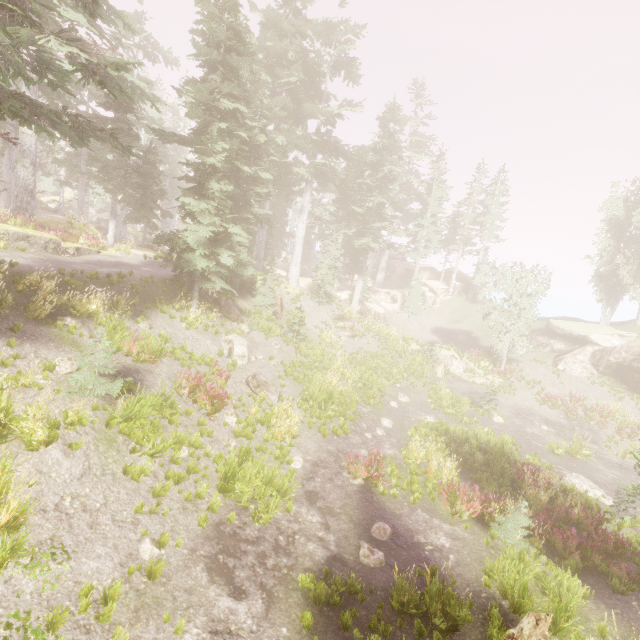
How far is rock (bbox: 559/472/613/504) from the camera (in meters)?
13.45

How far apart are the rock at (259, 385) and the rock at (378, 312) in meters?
19.4 m

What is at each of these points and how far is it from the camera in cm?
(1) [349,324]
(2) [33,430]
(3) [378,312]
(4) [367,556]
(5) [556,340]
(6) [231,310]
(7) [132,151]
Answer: (1) rock, 2941
(2) instancedfoliageactor, 701
(3) rock, 3447
(4) instancedfoliageactor, 830
(5) rock, 3000
(6) rock, 2009
(7) instancedfoliageactor, 1090

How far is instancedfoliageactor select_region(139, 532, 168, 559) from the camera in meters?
6.6

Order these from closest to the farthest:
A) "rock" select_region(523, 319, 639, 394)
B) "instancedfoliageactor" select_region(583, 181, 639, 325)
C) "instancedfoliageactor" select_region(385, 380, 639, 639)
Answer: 1. "instancedfoliageactor" select_region(385, 380, 639, 639)
2. "rock" select_region(523, 319, 639, 394)
3. "instancedfoliageactor" select_region(583, 181, 639, 325)

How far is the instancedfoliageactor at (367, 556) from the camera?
8.2m

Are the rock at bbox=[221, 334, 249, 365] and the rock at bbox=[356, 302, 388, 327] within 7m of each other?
no

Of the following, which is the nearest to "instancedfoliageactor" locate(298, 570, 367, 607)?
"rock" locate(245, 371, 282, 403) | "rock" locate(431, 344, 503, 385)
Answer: "rock" locate(431, 344, 503, 385)
